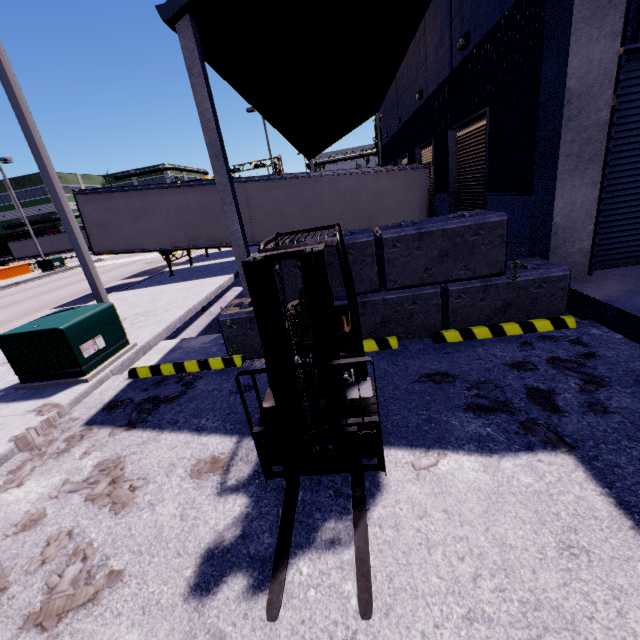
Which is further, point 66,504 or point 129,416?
point 129,416

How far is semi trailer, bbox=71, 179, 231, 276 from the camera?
13.8m

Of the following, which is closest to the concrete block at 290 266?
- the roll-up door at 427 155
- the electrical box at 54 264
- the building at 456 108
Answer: the building at 456 108

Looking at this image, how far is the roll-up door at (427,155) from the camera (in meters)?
12.66

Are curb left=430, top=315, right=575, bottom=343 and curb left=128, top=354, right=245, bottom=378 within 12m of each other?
yes

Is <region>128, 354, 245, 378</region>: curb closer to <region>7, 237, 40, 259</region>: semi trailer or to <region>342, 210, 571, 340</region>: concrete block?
<region>342, 210, 571, 340</region>: concrete block

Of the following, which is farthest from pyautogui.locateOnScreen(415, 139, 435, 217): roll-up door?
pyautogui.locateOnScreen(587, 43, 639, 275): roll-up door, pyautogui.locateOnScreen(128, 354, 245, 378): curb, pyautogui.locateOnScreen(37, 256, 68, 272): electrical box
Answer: pyautogui.locateOnScreen(37, 256, 68, 272): electrical box

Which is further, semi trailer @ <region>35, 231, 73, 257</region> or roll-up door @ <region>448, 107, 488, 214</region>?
semi trailer @ <region>35, 231, 73, 257</region>
